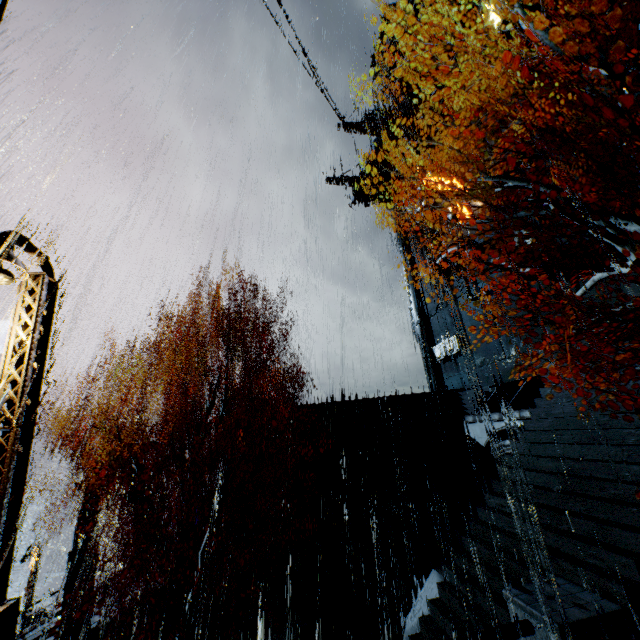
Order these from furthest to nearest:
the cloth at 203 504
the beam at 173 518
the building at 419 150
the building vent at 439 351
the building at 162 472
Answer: the cloth at 203 504 → the building vent at 439 351 → the beam at 173 518 → the building at 162 472 → the building at 419 150

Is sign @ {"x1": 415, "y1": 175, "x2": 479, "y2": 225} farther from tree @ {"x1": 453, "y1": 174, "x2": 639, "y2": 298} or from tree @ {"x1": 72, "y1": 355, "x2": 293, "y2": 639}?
tree @ {"x1": 72, "y1": 355, "x2": 293, "y2": 639}

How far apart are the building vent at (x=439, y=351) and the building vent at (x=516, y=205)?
11.1 meters

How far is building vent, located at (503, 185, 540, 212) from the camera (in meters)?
20.47

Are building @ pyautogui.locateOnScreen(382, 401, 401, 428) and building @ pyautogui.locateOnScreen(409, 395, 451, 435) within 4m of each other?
yes

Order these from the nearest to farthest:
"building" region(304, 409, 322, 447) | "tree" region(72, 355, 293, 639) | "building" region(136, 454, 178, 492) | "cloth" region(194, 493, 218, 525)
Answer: "tree" region(72, 355, 293, 639), "building" region(136, 454, 178, 492), "building" region(304, 409, 322, 447), "cloth" region(194, 493, 218, 525)

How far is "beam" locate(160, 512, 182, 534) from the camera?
25.4 meters

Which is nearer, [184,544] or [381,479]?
[184,544]
